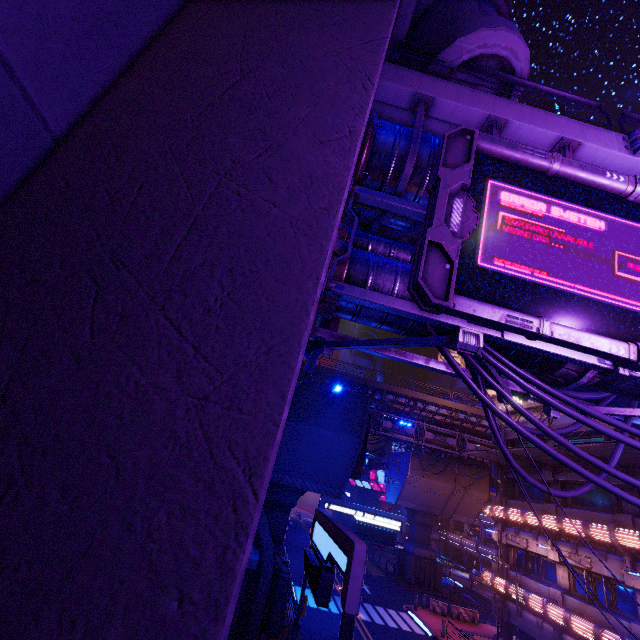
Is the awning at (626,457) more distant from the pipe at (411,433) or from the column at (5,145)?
the column at (5,145)

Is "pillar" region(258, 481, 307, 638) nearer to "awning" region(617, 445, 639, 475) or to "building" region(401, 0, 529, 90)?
"awning" region(617, 445, 639, 475)

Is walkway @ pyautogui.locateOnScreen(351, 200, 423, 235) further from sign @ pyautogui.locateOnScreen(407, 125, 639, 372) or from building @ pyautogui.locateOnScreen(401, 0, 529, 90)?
building @ pyautogui.locateOnScreen(401, 0, 529, 90)

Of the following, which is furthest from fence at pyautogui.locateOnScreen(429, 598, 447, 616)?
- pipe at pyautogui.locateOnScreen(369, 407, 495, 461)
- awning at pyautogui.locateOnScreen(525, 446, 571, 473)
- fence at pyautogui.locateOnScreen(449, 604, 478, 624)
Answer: awning at pyautogui.locateOnScreen(525, 446, 571, 473)

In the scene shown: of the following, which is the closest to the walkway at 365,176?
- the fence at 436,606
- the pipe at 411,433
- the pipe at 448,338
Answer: the pipe at 448,338

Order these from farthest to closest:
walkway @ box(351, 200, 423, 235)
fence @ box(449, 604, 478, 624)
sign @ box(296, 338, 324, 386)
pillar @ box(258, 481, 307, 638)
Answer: fence @ box(449, 604, 478, 624) < pillar @ box(258, 481, 307, 638) < sign @ box(296, 338, 324, 386) < walkway @ box(351, 200, 423, 235)

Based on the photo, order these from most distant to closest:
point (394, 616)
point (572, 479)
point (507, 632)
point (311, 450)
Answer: point (394, 616) < point (507, 632) < point (572, 479) < point (311, 450)

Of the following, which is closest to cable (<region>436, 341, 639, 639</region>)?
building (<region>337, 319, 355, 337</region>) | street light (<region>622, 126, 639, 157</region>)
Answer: street light (<region>622, 126, 639, 157</region>)
